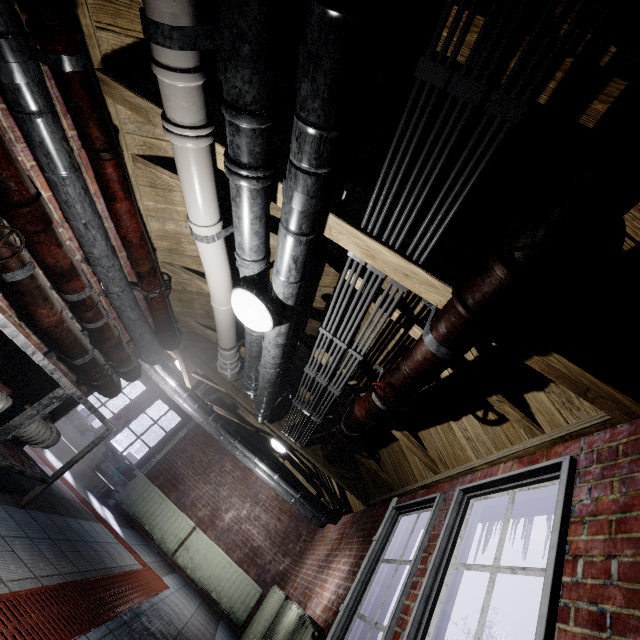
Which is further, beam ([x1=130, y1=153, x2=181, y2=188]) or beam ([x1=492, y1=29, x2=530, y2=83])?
beam ([x1=130, y1=153, x2=181, y2=188])

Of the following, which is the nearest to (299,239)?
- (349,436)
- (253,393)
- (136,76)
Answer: (136,76)

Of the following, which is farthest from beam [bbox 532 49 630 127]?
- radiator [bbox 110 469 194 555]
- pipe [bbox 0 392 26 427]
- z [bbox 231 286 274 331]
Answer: radiator [bbox 110 469 194 555]

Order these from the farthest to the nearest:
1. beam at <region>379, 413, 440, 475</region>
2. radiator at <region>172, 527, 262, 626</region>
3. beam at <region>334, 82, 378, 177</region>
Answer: radiator at <region>172, 527, 262, 626</region>
beam at <region>379, 413, 440, 475</region>
beam at <region>334, 82, 378, 177</region>

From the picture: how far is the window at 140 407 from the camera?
6.4m

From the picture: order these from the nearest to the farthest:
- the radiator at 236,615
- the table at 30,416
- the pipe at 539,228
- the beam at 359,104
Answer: the pipe at 539,228 → the beam at 359,104 → the table at 30,416 → the radiator at 236,615

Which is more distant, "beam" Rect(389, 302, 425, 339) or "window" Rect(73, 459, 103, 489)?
"window" Rect(73, 459, 103, 489)
